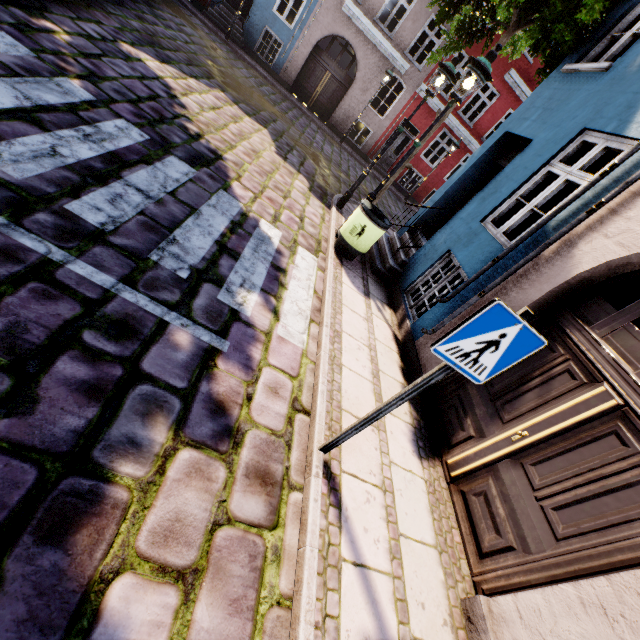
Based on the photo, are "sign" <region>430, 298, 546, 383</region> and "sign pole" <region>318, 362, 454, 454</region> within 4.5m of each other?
yes

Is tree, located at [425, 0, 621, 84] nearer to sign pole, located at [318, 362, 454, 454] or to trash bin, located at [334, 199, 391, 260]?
trash bin, located at [334, 199, 391, 260]

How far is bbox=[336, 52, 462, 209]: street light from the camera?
6.48m

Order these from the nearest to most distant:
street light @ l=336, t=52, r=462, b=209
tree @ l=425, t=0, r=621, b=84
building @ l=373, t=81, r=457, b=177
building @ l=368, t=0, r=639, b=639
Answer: building @ l=368, t=0, r=639, b=639, tree @ l=425, t=0, r=621, b=84, street light @ l=336, t=52, r=462, b=209, building @ l=373, t=81, r=457, b=177

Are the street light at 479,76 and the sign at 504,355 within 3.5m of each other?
no

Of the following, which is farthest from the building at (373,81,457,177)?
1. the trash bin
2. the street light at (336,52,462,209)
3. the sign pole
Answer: the sign pole

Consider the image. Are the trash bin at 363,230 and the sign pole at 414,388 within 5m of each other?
yes

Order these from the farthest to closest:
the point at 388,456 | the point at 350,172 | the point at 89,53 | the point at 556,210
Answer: the point at 350,172, the point at 89,53, the point at 556,210, the point at 388,456
